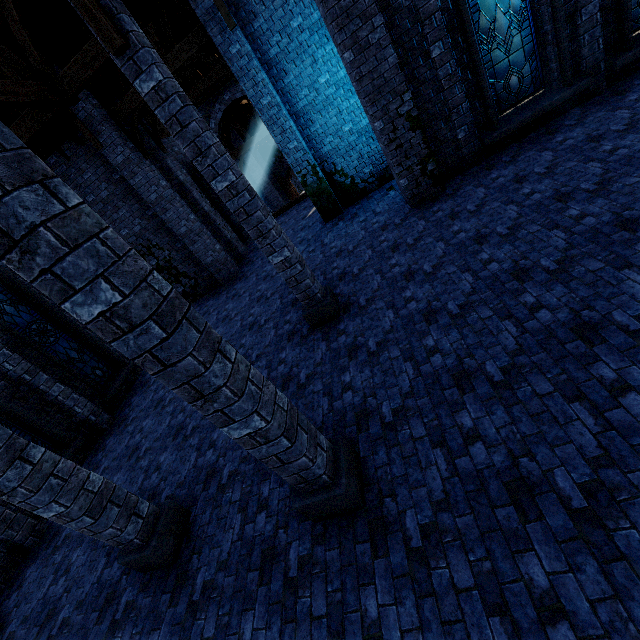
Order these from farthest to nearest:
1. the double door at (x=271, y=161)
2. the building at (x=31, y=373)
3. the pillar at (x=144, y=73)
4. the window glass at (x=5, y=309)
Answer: the double door at (x=271, y=161)
the window glass at (x=5, y=309)
the building at (x=31, y=373)
the pillar at (x=144, y=73)

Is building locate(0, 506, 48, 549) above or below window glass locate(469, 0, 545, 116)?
below

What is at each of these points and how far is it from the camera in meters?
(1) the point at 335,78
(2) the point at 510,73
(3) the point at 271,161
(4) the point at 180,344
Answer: (1) building, 10.1 m
(2) window glass, 8.0 m
(3) double door, 27.8 m
(4) pillar, 2.5 m

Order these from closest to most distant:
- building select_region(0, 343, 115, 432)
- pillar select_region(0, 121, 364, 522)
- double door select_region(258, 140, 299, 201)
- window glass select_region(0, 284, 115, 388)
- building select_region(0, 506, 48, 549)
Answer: pillar select_region(0, 121, 364, 522), building select_region(0, 506, 48, 549), building select_region(0, 343, 115, 432), window glass select_region(0, 284, 115, 388), double door select_region(258, 140, 299, 201)

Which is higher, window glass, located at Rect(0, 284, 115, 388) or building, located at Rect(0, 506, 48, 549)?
window glass, located at Rect(0, 284, 115, 388)

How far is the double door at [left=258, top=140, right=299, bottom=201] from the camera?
→ 27.25m

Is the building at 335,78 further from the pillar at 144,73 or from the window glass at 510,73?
the window glass at 510,73

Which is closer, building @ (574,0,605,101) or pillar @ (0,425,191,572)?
pillar @ (0,425,191,572)
